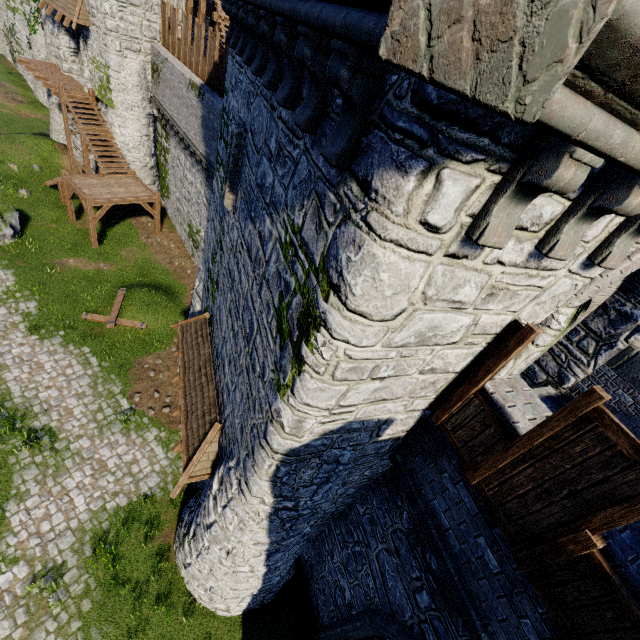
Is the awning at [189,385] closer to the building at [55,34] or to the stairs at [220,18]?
the stairs at [220,18]

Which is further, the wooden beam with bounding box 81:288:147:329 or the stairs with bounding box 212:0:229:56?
the wooden beam with bounding box 81:288:147:329

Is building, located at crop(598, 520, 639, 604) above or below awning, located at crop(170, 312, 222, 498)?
above

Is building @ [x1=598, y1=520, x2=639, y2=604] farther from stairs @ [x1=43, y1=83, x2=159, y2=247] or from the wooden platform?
the wooden platform

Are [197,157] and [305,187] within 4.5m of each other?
no

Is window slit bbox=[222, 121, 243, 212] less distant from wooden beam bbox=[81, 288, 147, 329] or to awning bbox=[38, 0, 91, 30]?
wooden beam bbox=[81, 288, 147, 329]

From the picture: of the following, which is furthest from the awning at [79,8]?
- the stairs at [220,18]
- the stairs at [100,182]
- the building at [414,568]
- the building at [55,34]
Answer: the building at [414,568]

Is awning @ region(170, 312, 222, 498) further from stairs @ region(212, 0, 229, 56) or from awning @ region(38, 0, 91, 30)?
awning @ region(38, 0, 91, 30)
